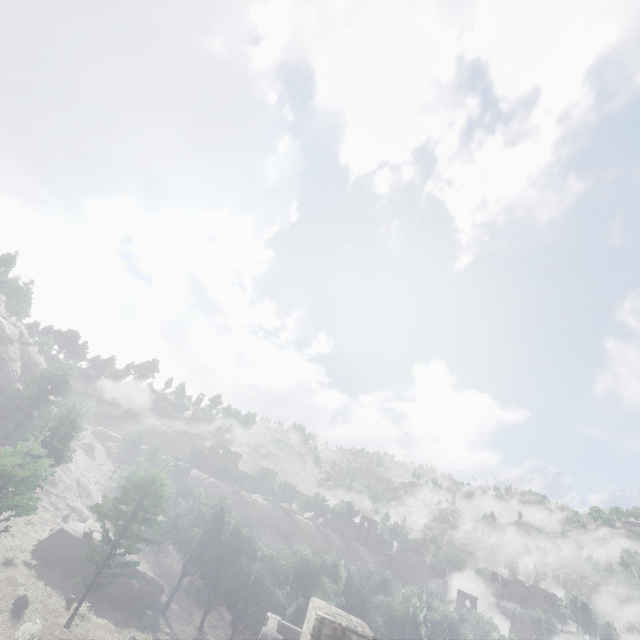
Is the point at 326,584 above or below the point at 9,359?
below

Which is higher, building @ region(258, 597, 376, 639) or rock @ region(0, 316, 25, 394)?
rock @ region(0, 316, 25, 394)

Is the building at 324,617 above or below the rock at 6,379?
below

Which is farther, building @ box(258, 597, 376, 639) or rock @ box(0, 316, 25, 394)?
rock @ box(0, 316, 25, 394)

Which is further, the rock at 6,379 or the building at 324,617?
the rock at 6,379
